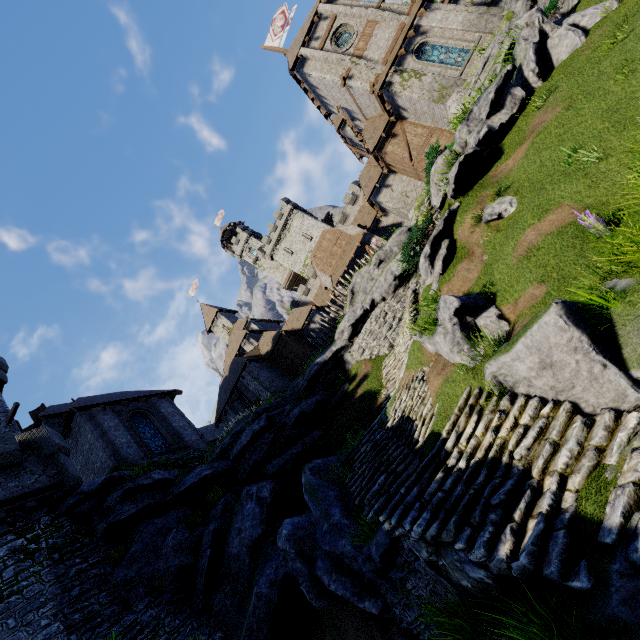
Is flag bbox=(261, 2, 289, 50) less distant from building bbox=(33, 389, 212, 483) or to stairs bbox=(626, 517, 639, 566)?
building bbox=(33, 389, 212, 483)

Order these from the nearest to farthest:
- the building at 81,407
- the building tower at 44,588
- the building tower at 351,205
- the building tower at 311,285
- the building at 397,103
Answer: the building tower at 44,588
the building at 81,407
the building at 397,103
the building tower at 351,205
the building tower at 311,285

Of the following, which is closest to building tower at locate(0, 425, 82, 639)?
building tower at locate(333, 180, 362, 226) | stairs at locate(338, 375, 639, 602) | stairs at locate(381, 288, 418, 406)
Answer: stairs at locate(338, 375, 639, 602)

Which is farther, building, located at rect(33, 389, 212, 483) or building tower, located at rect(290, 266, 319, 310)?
building tower, located at rect(290, 266, 319, 310)

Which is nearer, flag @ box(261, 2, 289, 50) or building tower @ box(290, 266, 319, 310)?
flag @ box(261, 2, 289, 50)

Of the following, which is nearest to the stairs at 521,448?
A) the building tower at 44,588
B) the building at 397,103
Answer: the building tower at 44,588

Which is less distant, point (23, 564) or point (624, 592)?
point (624, 592)

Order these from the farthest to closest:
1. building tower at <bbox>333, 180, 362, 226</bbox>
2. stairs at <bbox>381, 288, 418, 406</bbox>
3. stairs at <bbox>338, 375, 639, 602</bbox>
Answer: building tower at <bbox>333, 180, 362, 226</bbox> → stairs at <bbox>381, 288, 418, 406</bbox> → stairs at <bbox>338, 375, 639, 602</bbox>
